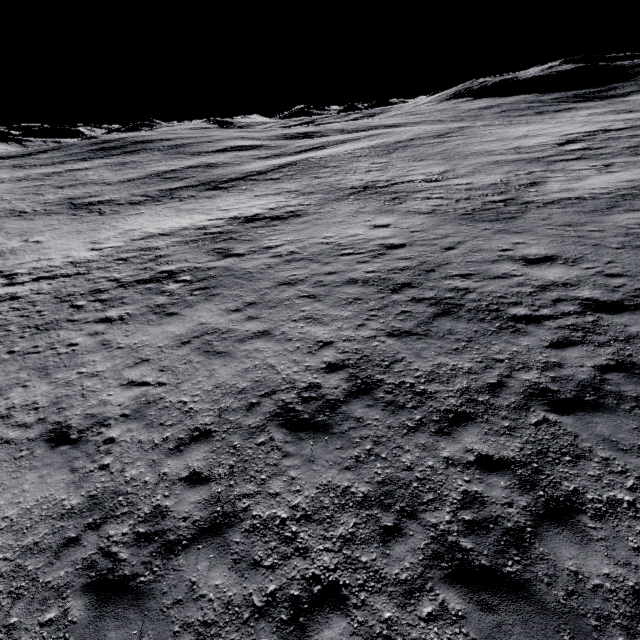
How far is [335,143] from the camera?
54.2m
